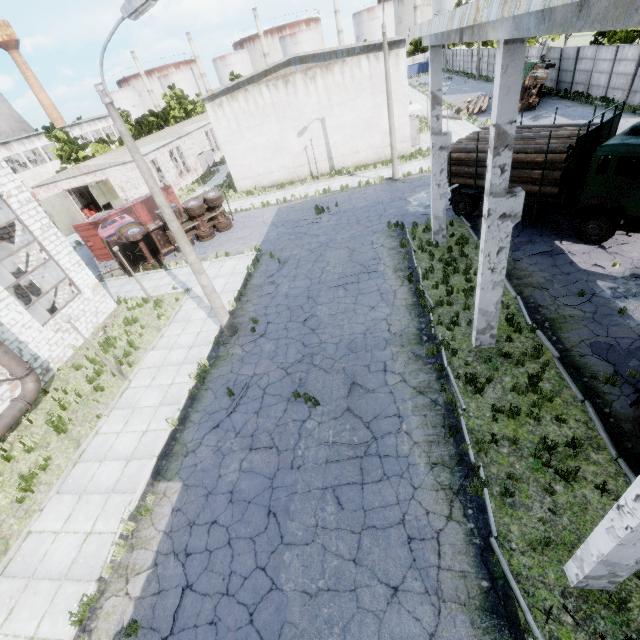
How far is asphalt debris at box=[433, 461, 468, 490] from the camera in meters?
7.3 m

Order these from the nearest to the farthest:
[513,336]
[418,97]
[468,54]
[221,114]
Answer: [513,336] → [221,114] → [418,97] → [468,54]

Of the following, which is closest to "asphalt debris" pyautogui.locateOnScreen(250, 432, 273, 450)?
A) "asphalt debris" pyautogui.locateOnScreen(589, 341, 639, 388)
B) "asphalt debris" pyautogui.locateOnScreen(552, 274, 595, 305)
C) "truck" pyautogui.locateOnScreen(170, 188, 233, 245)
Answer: "asphalt debris" pyautogui.locateOnScreen(589, 341, 639, 388)

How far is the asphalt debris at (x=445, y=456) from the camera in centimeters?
780cm

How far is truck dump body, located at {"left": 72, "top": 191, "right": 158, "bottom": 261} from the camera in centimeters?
2334cm

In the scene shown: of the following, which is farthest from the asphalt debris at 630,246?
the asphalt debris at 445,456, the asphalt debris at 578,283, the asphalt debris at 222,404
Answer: the asphalt debris at 222,404

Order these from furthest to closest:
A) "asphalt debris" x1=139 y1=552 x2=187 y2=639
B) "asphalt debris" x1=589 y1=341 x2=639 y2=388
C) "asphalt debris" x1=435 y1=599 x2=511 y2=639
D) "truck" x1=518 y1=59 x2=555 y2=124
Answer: "truck" x1=518 y1=59 x2=555 y2=124, "asphalt debris" x1=589 y1=341 x2=639 y2=388, "asphalt debris" x1=139 y1=552 x2=187 y2=639, "asphalt debris" x1=435 y1=599 x2=511 y2=639

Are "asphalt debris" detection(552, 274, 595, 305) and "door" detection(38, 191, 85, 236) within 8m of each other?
no
